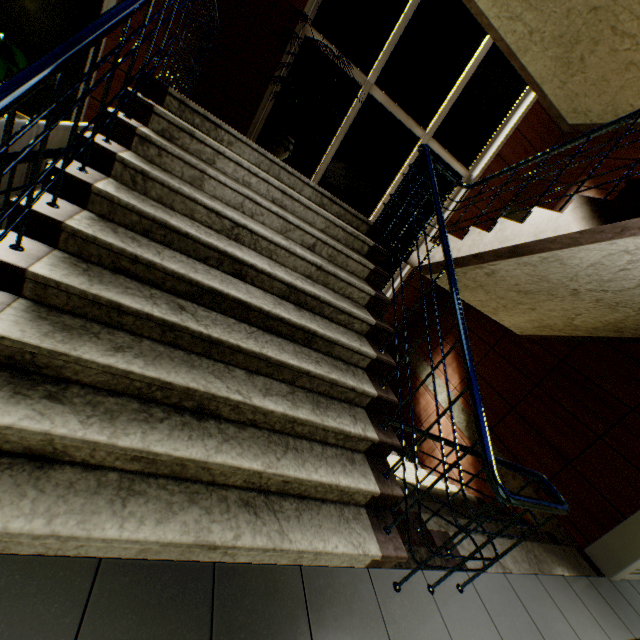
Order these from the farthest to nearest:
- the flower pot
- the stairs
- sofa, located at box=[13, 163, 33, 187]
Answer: the flower pot < sofa, located at box=[13, 163, 33, 187] < the stairs

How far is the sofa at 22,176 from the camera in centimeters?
211cm

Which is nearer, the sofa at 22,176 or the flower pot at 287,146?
the sofa at 22,176

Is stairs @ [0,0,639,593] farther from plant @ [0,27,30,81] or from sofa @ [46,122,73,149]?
plant @ [0,27,30,81]

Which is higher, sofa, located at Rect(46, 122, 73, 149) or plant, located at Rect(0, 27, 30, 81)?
plant, located at Rect(0, 27, 30, 81)

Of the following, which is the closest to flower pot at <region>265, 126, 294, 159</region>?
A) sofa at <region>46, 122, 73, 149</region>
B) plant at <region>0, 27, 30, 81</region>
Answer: sofa at <region>46, 122, 73, 149</region>

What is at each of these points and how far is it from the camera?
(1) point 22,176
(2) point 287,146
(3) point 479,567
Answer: (1) sofa, 2.17m
(2) flower pot, 4.58m
(3) stairs, 2.57m
